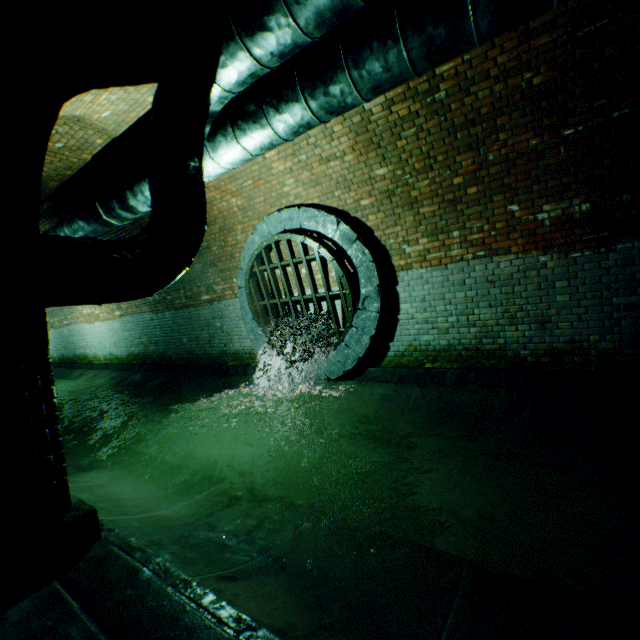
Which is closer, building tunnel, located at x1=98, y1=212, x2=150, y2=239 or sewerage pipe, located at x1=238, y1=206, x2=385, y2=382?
sewerage pipe, located at x1=238, y1=206, x2=385, y2=382

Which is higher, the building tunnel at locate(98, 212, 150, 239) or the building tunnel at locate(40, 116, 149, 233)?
the building tunnel at locate(40, 116, 149, 233)

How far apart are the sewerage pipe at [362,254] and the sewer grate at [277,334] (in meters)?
0.01

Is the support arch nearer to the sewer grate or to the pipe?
the pipe

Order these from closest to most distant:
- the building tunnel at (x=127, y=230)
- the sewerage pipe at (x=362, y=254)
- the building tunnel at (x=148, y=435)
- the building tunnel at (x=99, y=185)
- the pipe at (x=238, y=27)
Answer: the building tunnel at (x=148, y=435)
the pipe at (x=238, y=27)
the building tunnel at (x=99, y=185)
the sewerage pipe at (x=362, y=254)
the building tunnel at (x=127, y=230)

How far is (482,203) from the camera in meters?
4.6

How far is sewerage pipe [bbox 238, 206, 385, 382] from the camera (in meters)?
5.47

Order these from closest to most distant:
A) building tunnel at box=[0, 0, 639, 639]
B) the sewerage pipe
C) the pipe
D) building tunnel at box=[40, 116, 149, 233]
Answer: building tunnel at box=[0, 0, 639, 639] → the pipe → building tunnel at box=[40, 116, 149, 233] → the sewerage pipe
